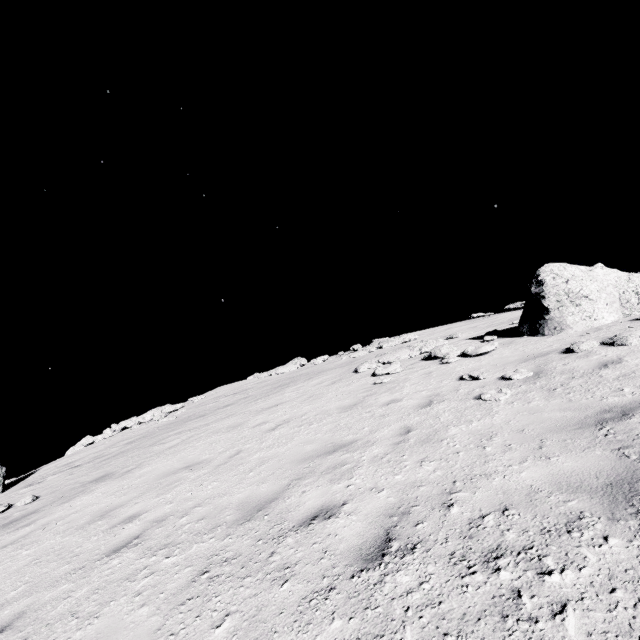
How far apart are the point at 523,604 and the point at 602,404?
3.6m

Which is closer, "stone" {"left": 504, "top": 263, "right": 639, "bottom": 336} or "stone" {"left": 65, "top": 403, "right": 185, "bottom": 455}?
"stone" {"left": 504, "top": 263, "right": 639, "bottom": 336}

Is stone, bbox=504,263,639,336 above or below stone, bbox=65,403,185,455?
below

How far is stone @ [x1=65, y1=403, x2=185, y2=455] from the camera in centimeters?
1855cm

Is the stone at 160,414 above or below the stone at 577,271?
above

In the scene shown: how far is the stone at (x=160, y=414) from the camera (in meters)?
18.55
